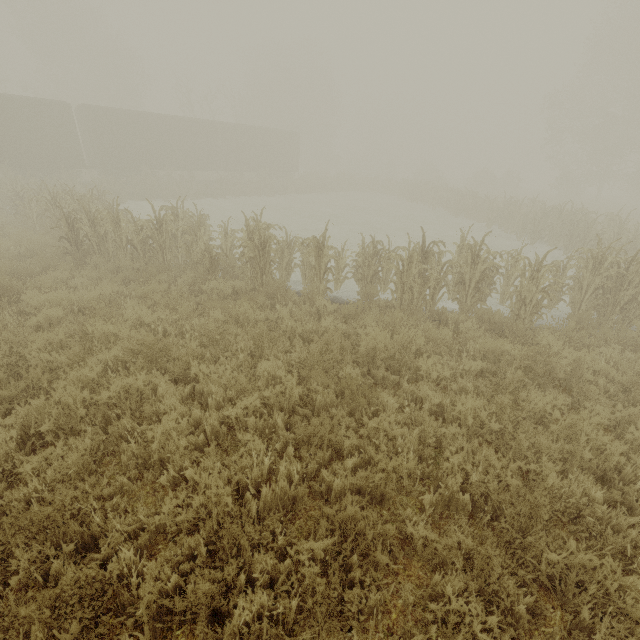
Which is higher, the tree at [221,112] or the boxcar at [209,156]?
the tree at [221,112]

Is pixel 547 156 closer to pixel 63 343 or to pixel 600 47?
pixel 600 47

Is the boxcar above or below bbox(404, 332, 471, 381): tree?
above

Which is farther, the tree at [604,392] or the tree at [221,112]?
the tree at [221,112]

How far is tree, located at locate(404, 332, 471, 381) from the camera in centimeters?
502cm

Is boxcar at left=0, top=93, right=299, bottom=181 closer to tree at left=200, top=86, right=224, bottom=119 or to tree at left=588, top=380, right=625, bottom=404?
tree at left=200, top=86, right=224, bottom=119

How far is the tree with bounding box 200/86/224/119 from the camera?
34.4 meters
